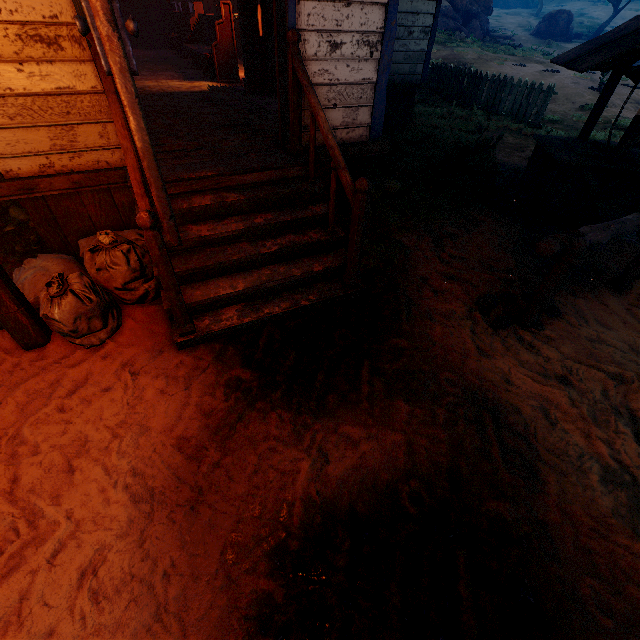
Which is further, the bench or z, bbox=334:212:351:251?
the bench

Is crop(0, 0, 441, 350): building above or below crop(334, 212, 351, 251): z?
above

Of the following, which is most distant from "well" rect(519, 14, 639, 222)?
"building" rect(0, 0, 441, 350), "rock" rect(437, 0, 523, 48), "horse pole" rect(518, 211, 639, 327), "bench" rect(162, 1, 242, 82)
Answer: "rock" rect(437, 0, 523, 48)

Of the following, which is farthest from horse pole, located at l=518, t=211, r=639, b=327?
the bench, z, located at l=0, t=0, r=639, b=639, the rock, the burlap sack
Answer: the rock

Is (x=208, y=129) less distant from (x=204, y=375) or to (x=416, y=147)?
(x=204, y=375)

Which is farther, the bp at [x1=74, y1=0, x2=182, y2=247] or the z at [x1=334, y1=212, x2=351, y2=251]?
the z at [x1=334, y1=212, x2=351, y2=251]

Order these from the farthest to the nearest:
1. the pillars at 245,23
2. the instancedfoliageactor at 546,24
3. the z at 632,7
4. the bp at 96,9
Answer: the z at 632,7 → the instancedfoliageactor at 546,24 → the pillars at 245,23 → the bp at 96,9

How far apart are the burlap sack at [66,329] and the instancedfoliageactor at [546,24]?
44.8 meters
